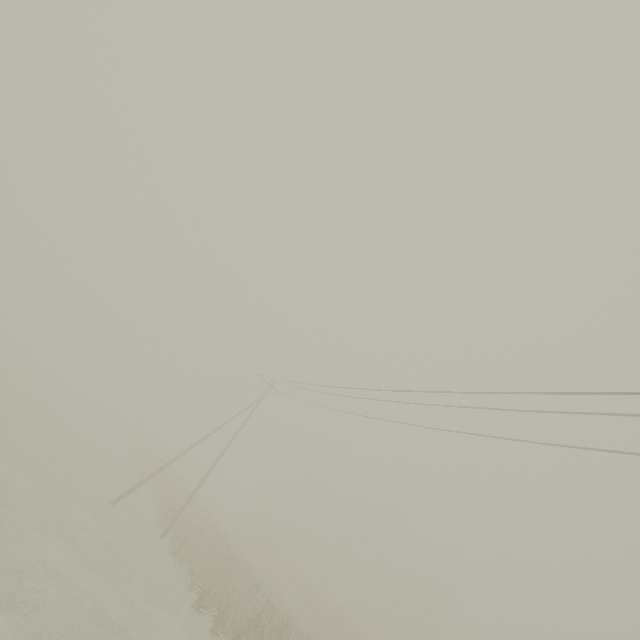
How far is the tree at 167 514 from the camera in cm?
2316

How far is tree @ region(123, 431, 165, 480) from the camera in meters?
35.2 m

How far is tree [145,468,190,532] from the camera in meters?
23.2 m

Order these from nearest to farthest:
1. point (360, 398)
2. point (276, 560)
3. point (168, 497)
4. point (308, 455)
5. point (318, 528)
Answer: point (360, 398), point (168, 497), point (276, 560), point (318, 528), point (308, 455)

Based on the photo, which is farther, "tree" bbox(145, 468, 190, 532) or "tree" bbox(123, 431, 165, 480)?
"tree" bbox(123, 431, 165, 480)

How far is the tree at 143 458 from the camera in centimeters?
3519cm
